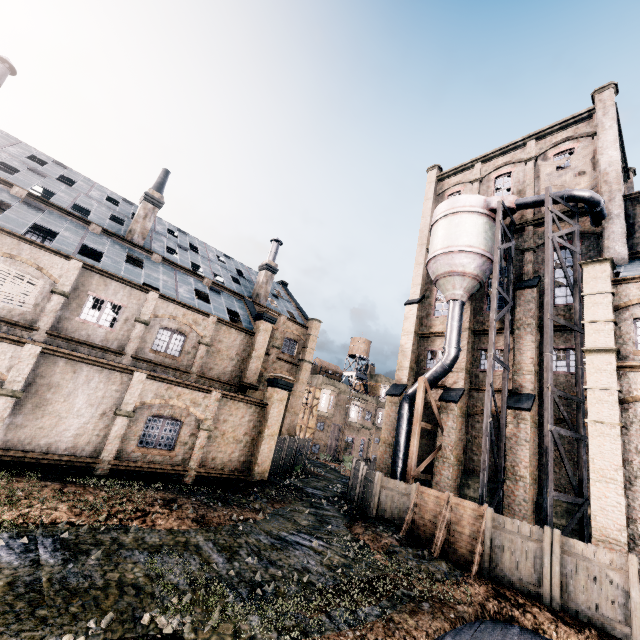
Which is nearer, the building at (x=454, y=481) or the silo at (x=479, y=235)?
the silo at (x=479, y=235)

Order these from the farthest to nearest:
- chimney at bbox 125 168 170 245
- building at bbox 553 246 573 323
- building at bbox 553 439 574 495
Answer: → chimney at bbox 125 168 170 245 → building at bbox 553 246 573 323 → building at bbox 553 439 574 495

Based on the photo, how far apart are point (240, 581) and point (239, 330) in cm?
A: 1888

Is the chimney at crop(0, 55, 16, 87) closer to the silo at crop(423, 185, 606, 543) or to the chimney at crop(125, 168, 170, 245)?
the chimney at crop(125, 168, 170, 245)

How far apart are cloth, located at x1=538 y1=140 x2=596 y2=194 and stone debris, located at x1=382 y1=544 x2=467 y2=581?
24.8m

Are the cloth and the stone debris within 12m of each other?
no

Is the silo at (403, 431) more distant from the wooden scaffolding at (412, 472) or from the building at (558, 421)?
the wooden scaffolding at (412, 472)

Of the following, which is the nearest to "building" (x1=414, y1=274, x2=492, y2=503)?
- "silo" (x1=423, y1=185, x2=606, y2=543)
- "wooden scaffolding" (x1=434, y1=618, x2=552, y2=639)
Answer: "silo" (x1=423, y1=185, x2=606, y2=543)
